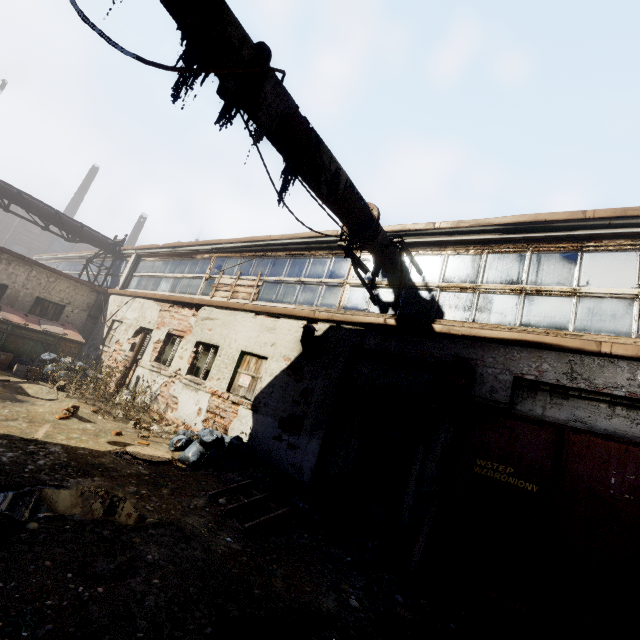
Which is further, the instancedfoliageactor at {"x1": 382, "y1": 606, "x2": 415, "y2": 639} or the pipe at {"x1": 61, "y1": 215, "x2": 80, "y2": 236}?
the pipe at {"x1": 61, "y1": 215, "x2": 80, "y2": 236}

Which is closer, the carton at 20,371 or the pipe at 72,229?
the carton at 20,371

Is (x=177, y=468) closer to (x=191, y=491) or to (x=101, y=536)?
(x=191, y=491)

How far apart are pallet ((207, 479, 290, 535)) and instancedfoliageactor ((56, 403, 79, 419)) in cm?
422

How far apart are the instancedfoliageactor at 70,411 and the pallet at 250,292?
4.68m

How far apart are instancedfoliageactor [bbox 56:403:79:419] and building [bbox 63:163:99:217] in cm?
4090

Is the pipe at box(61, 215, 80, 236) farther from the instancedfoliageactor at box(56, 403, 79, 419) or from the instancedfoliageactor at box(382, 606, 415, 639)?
the instancedfoliageactor at box(56, 403, 79, 419)

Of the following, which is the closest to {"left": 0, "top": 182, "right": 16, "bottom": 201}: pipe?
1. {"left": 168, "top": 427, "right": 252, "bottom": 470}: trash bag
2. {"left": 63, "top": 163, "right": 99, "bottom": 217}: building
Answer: {"left": 168, "top": 427, "right": 252, "bottom": 470}: trash bag
